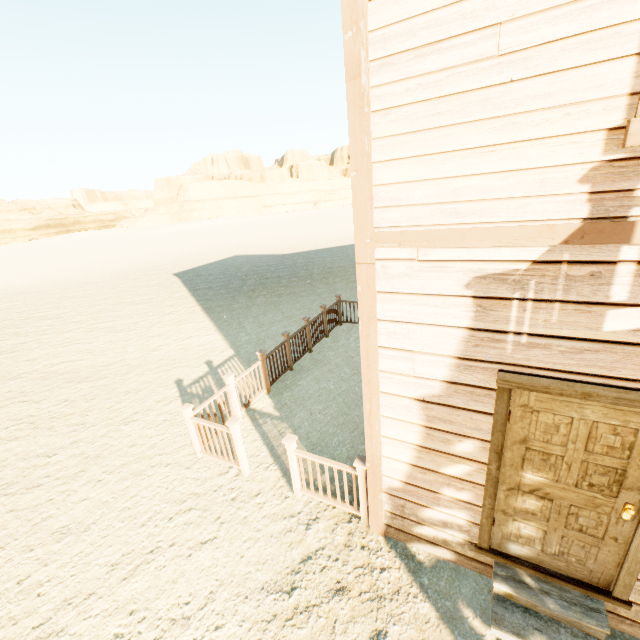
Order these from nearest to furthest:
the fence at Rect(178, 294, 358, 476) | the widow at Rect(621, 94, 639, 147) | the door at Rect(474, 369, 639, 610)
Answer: the widow at Rect(621, 94, 639, 147), the door at Rect(474, 369, 639, 610), the fence at Rect(178, 294, 358, 476)

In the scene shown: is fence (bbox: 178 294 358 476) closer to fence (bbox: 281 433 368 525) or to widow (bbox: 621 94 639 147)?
fence (bbox: 281 433 368 525)

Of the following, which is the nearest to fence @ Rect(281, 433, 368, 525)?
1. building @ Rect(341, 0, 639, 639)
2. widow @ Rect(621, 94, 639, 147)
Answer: building @ Rect(341, 0, 639, 639)

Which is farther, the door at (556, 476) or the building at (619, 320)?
the door at (556, 476)

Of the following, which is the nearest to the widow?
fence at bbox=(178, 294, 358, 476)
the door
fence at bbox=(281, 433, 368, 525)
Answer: the door

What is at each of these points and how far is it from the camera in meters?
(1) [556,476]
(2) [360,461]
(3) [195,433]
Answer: (1) door, 2.7 m
(2) fence, 3.8 m
(3) fence, 5.4 m

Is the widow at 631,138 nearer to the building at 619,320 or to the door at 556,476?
the building at 619,320

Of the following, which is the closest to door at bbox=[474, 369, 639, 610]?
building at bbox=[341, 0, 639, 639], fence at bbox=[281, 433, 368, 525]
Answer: building at bbox=[341, 0, 639, 639]
